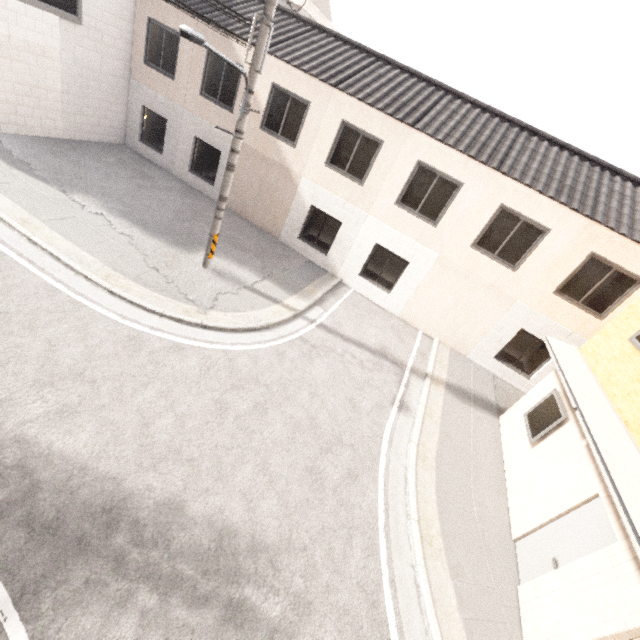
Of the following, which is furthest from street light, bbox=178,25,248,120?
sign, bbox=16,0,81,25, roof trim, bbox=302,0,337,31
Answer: roof trim, bbox=302,0,337,31

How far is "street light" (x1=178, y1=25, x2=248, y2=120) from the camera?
5.36m

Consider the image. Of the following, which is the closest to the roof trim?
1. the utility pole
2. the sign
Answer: the sign

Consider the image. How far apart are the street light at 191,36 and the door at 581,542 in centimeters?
1045cm

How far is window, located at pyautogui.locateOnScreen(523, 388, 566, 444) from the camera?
7.5m

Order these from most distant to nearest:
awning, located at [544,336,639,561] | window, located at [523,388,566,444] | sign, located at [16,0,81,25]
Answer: sign, located at [16,0,81,25]
window, located at [523,388,566,444]
awning, located at [544,336,639,561]

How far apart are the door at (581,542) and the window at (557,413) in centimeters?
185cm

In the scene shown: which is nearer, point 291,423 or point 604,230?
point 291,423
